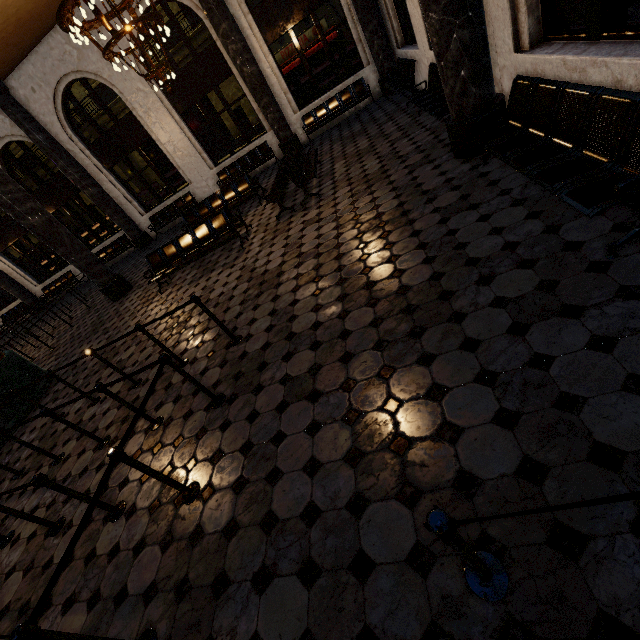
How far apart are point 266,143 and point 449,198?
10.18m
